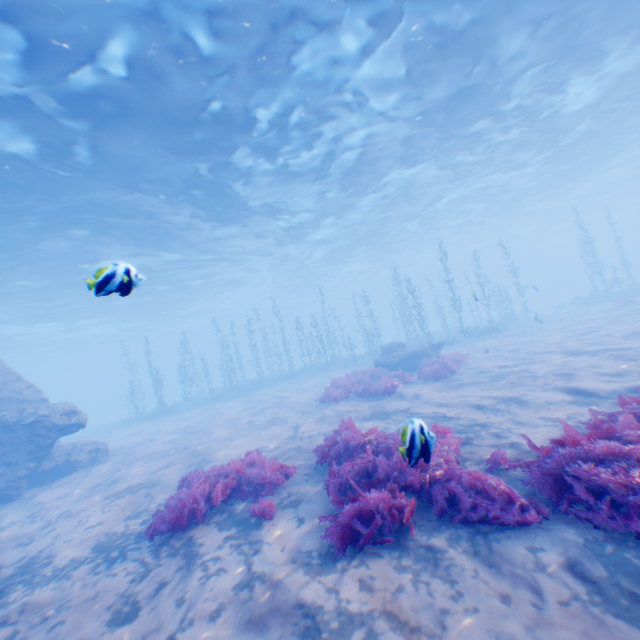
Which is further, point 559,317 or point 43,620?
point 559,317

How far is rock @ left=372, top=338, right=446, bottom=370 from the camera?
17.6 meters

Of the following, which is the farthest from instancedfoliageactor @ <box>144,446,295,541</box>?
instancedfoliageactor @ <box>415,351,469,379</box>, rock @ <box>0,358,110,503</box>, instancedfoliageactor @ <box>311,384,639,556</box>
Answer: instancedfoliageactor @ <box>415,351,469,379</box>

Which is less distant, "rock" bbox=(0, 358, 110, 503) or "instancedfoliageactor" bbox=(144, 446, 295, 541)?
"instancedfoliageactor" bbox=(144, 446, 295, 541)

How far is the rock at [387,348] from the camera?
17.6m

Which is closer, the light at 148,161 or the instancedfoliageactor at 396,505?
the instancedfoliageactor at 396,505

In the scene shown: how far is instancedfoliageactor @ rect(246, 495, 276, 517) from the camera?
5.4 meters

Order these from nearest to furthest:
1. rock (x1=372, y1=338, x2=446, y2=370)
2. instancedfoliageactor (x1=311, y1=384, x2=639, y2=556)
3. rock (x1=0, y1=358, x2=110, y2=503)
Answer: instancedfoliageactor (x1=311, y1=384, x2=639, y2=556) < rock (x1=0, y1=358, x2=110, y2=503) < rock (x1=372, y1=338, x2=446, y2=370)
